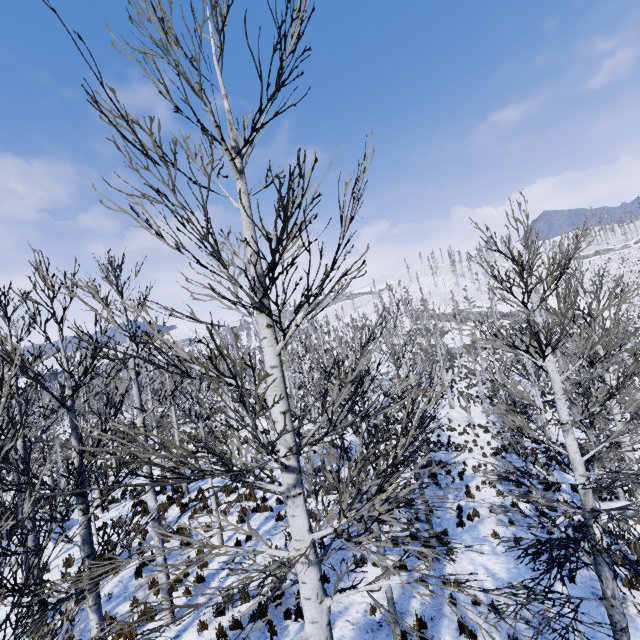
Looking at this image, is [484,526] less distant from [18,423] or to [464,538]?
[464,538]
